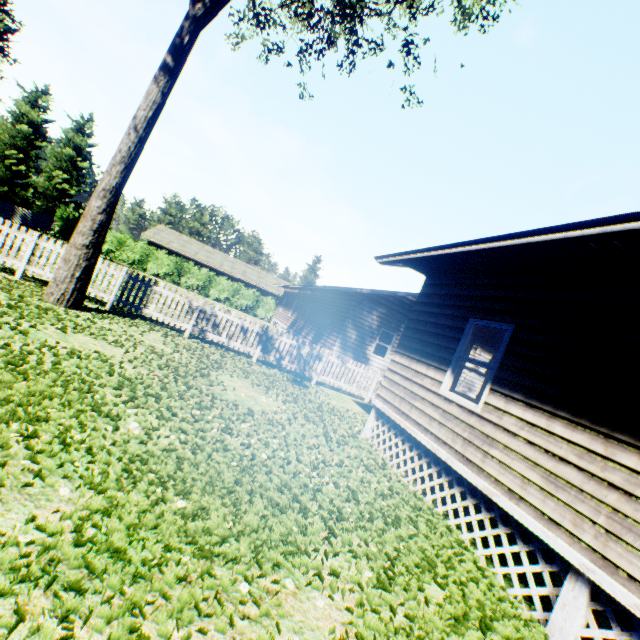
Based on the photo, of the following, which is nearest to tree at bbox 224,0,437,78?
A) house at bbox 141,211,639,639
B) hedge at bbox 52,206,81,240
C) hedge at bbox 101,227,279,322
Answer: house at bbox 141,211,639,639

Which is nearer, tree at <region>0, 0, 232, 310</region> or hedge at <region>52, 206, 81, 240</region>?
tree at <region>0, 0, 232, 310</region>

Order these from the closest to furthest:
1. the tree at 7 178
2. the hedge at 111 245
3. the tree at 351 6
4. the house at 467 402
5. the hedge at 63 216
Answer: the house at 467 402 < the tree at 7 178 < the tree at 351 6 < the hedge at 63 216 < the hedge at 111 245

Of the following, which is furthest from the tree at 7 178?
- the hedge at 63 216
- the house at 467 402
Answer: the hedge at 63 216

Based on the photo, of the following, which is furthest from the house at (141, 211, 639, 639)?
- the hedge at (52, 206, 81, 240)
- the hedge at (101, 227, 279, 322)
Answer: the hedge at (52, 206, 81, 240)

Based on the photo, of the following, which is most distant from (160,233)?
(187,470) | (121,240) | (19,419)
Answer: (187,470)

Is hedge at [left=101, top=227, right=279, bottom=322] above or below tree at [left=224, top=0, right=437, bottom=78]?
below

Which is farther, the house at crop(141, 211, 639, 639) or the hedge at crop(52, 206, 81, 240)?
the hedge at crop(52, 206, 81, 240)
